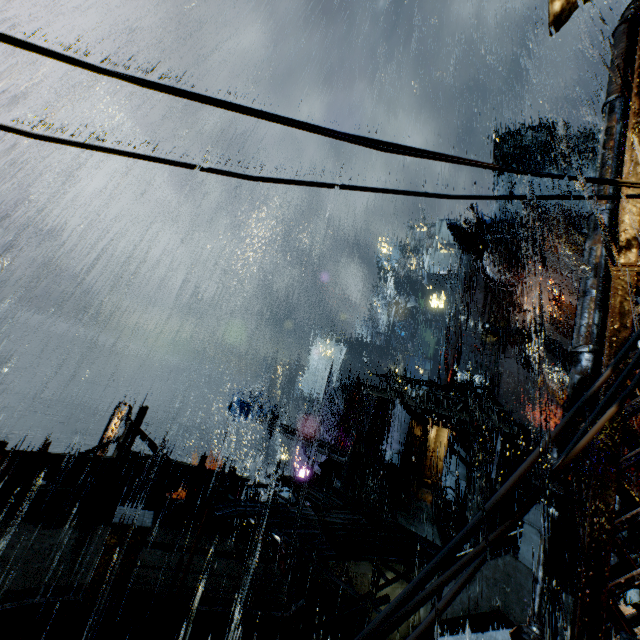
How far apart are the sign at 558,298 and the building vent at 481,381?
11.4 meters

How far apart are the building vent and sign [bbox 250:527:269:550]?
39.80m

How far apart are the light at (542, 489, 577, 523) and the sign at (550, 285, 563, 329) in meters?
39.6

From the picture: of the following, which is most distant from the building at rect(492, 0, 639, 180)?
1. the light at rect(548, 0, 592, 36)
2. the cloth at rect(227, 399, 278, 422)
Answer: the cloth at rect(227, 399, 278, 422)

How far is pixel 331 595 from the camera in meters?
10.4

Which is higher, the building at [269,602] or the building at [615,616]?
the building at [615,616]

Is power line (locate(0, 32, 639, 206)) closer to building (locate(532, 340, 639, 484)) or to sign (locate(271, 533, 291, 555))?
building (locate(532, 340, 639, 484))

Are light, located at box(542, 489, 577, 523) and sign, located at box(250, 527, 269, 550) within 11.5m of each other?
yes
